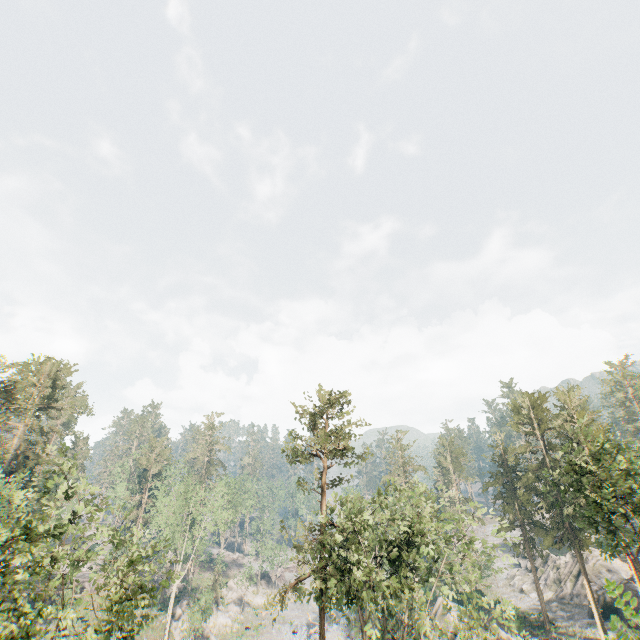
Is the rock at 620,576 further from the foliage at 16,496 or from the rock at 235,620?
the rock at 235,620

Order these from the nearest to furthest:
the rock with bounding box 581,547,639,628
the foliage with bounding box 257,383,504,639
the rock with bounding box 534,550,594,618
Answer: the foliage with bounding box 257,383,504,639
the rock with bounding box 581,547,639,628
the rock with bounding box 534,550,594,618

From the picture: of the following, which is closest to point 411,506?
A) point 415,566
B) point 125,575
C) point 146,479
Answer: point 415,566

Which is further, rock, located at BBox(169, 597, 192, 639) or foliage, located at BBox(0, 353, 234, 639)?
rock, located at BBox(169, 597, 192, 639)

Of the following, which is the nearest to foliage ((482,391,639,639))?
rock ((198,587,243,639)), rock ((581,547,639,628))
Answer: rock ((198,587,243,639))
